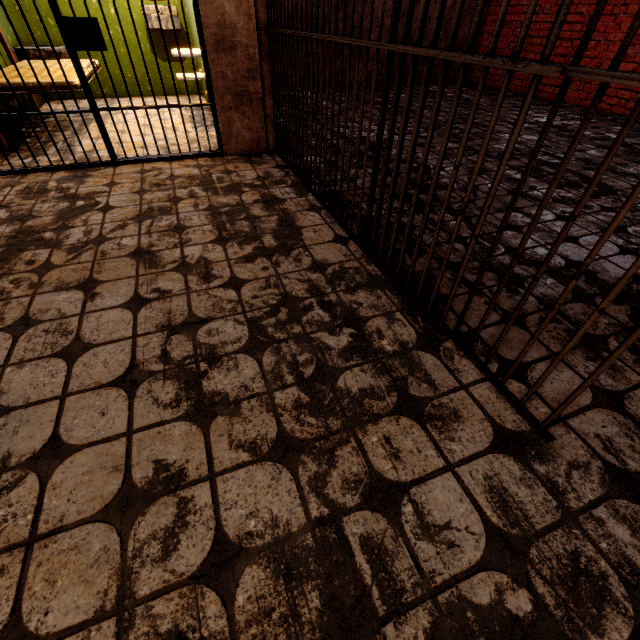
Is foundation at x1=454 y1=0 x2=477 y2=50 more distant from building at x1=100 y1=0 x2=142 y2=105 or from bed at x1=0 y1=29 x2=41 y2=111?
bed at x1=0 y1=29 x2=41 y2=111

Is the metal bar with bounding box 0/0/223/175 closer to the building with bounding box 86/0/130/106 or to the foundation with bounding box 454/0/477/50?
the building with bounding box 86/0/130/106

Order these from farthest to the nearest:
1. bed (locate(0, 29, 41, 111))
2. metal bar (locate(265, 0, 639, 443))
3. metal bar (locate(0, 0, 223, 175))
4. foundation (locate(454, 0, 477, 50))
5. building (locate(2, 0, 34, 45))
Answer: foundation (locate(454, 0, 477, 50)), building (locate(2, 0, 34, 45)), bed (locate(0, 29, 41, 111)), metal bar (locate(0, 0, 223, 175)), metal bar (locate(265, 0, 639, 443))

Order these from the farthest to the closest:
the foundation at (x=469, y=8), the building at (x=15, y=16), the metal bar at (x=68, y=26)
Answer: the foundation at (x=469, y=8) → the building at (x=15, y=16) → the metal bar at (x=68, y=26)

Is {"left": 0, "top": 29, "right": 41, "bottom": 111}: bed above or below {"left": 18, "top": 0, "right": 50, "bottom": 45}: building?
below

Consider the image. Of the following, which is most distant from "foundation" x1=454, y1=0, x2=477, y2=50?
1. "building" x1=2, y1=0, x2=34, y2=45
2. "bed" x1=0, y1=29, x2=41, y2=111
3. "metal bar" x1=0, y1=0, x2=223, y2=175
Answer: "metal bar" x1=0, y1=0, x2=223, y2=175

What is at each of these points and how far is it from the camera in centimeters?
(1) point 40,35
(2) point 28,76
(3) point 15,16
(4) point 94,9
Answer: (1) building, 471cm
(2) bed, 319cm
(3) building, 450cm
(4) building, 473cm

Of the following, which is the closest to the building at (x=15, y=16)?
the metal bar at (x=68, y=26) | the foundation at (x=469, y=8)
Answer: the metal bar at (x=68, y=26)
